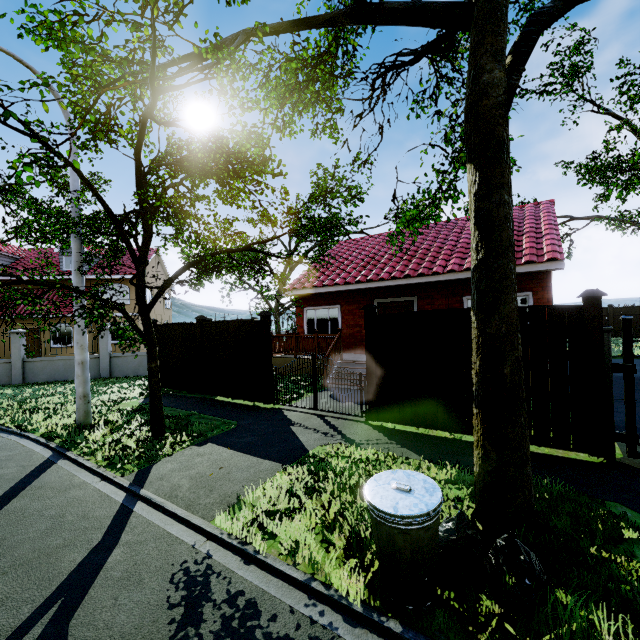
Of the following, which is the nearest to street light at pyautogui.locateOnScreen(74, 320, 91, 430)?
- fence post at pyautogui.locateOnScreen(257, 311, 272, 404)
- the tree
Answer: the tree

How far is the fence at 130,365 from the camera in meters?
15.5 m

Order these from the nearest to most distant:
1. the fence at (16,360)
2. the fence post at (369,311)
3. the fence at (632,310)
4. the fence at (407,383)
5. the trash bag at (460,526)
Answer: the trash bag at (460,526), the fence at (407,383), the fence post at (369,311), the fence at (16,360), the fence at (632,310)

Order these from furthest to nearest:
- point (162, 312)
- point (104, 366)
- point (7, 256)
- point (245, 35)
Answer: point (162, 312), point (7, 256), point (104, 366), point (245, 35)

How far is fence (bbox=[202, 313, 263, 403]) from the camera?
9.16m

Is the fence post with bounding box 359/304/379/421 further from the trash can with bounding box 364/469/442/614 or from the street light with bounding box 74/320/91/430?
the street light with bounding box 74/320/91/430

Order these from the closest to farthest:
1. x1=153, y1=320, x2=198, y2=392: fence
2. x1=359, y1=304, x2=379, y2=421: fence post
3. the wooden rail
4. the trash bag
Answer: the trash bag < x1=359, y1=304, x2=379, y2=421: fence post < x1=153, y1=320, x2=198, y2=392: fence < the wooden rail

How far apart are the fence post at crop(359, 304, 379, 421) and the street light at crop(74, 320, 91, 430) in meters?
6.7 m
